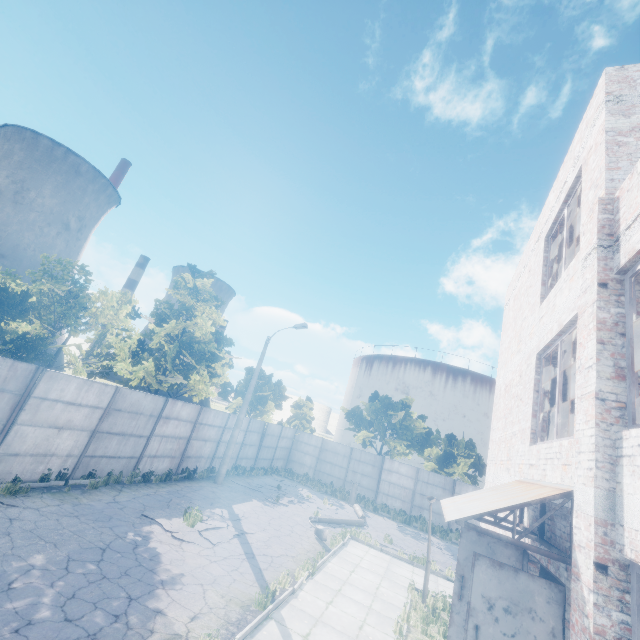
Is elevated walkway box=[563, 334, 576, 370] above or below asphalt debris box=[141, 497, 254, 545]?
above

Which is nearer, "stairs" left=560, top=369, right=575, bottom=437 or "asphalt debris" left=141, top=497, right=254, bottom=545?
"stairs" left=560, top=369, right=575, bottom=437

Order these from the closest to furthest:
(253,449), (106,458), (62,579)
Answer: (62,579)
(106,458)
(253,449)

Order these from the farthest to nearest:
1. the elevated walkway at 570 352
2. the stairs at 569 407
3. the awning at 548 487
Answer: the stairs at 569 407 < the elevated walkway at 570 352 < the awning at 548 487

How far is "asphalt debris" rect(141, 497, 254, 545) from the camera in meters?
10.6 m

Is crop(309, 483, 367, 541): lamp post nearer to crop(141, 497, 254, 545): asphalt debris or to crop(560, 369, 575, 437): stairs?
crop(141, 497, 254, 545): asphalt debris

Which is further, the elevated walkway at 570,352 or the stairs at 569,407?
the stairs at 569,407

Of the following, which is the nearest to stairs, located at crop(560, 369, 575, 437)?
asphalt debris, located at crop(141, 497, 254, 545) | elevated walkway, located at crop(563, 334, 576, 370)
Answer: elevated walkway, located at crop(563, 334, 576, 370)
